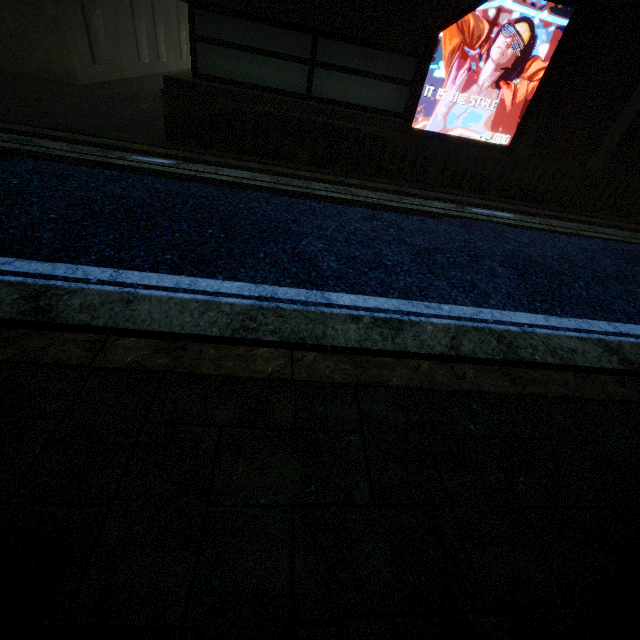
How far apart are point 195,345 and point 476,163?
6.6 meters
